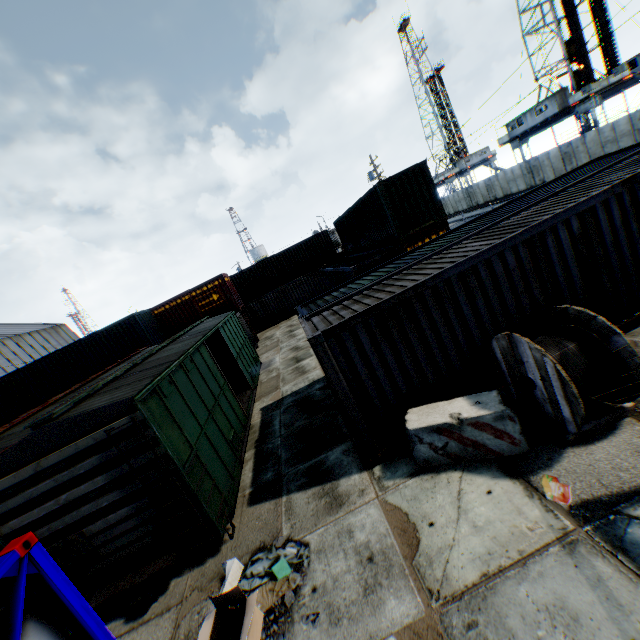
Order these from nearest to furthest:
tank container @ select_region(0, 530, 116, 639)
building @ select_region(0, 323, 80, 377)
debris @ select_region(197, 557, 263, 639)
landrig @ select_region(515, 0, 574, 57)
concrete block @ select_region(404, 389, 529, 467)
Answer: tank container @ select_region(0, 530, 116, 639) < debris @ select_region(197, 557, 263, 639) < concrete block @ select_region(404, 389, 529, 467) < landrig @ select_region(515, 0, 574, 57) < building @ select_region(0, 323, 80, 377)

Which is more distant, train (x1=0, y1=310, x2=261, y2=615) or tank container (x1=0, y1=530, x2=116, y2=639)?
train (x1=0, y1=310, x2=261, y2=615)

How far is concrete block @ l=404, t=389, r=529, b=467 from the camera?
5.2m

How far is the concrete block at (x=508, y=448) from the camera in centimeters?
518cm

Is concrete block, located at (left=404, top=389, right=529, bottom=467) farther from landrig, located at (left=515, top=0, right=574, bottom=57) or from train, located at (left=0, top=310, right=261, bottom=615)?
landrig, located at (left=515, top=0, right=574, bottom=57)

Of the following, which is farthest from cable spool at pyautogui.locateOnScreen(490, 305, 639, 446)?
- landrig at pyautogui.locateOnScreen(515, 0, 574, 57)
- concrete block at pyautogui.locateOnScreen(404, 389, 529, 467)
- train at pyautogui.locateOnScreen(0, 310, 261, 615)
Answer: landrig at pyautogui.locateOnScreen(515, 0, 574, 57)

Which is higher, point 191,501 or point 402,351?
point 402,351

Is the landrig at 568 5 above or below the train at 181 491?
above
